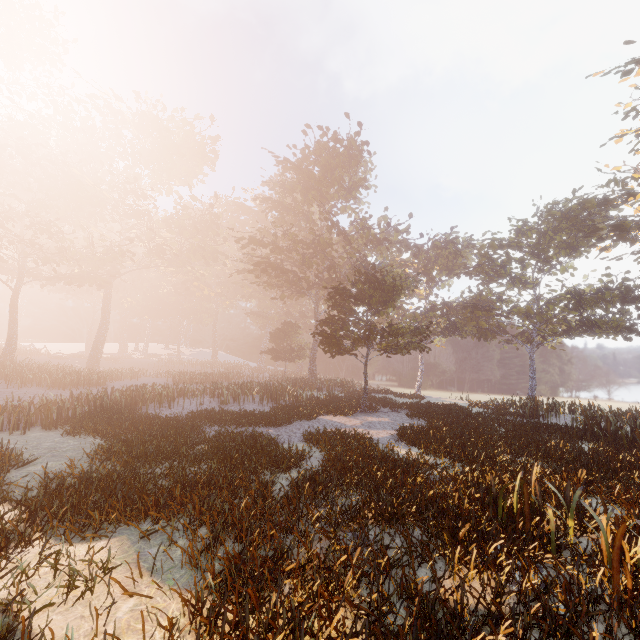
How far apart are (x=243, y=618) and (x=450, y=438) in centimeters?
1021cm
